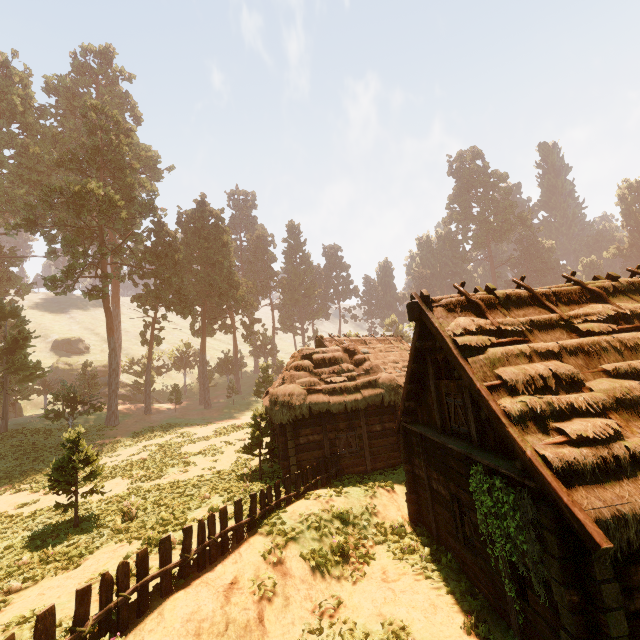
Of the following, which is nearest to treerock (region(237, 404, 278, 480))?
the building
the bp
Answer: the building

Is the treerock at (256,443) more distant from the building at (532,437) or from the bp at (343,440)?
the bp at (343,440)

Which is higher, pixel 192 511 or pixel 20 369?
pixel 20 369

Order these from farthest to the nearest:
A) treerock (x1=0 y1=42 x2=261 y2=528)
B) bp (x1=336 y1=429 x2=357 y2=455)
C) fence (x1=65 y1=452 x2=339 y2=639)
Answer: treerock (x1=0 y1=42 x2=261 y2=528), bp (x1=336 y1=429 x2=357 y2=455), fence (x1=65 y1=452 x2=339 y2=639)

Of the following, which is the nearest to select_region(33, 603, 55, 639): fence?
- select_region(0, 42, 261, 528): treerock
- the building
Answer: the building

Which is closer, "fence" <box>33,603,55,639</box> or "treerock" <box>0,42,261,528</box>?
"fence" <box>33,603,55,639</box>

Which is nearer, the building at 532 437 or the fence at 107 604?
the building at 532 437
